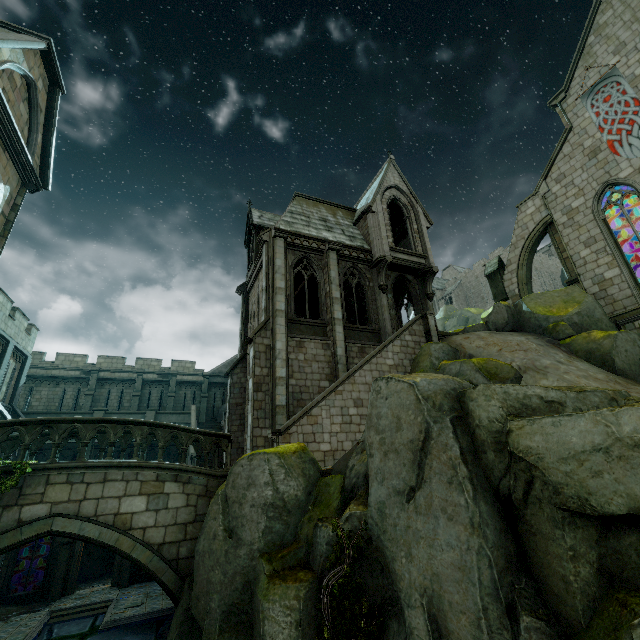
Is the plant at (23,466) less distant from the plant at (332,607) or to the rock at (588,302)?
the plant at (332,607)

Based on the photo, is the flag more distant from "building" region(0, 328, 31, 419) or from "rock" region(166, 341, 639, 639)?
"rock" region(166, 341, 639, 639)

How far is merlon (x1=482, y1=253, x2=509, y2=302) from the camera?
21.52m

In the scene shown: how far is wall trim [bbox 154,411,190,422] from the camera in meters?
26.1

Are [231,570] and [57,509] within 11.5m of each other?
yes

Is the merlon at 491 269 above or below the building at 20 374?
above

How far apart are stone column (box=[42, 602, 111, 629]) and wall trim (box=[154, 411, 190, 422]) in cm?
1080

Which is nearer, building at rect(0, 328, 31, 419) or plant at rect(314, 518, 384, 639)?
plant at rect(314, 518, 384, 639)
